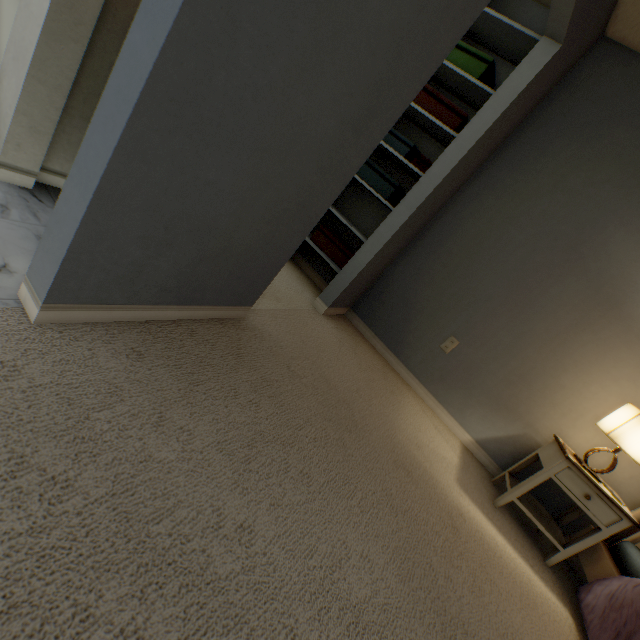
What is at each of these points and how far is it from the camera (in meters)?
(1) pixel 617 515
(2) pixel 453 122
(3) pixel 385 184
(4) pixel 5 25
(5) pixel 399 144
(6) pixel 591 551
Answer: (1) bedside table, 1.73
(2) box, 2.20
(3) box, 2.40
(4) bathroom sink, 1.28
(5) box, 2.36
(6) bed, 1.93

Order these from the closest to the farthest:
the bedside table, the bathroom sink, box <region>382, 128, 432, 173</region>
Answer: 1. the bathroom sink
2. the bedside table
3. box <region>382, 128, 432, 173</region>

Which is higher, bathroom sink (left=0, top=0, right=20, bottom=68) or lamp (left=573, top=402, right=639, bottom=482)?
lamp (left=573, top=402, right=639, bottom=482)

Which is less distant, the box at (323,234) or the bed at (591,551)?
the bed at (591,551)

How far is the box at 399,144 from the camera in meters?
2.3 m

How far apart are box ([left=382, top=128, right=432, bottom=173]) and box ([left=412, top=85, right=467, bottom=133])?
0.20m

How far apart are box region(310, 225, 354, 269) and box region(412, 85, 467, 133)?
1.1m

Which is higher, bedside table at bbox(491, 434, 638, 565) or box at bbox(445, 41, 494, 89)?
box at bbox(445, 41, 494, 89)
